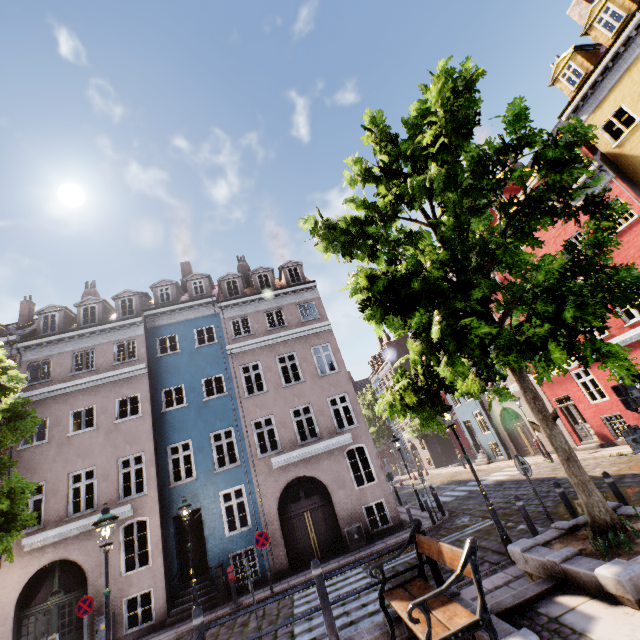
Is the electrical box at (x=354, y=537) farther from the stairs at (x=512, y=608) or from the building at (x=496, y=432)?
the stairs at (x=512, y=608)

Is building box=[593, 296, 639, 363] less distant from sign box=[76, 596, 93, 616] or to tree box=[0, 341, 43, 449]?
sign box=[76, 596, 93, 616]

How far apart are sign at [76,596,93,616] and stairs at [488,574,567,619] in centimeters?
1220cm

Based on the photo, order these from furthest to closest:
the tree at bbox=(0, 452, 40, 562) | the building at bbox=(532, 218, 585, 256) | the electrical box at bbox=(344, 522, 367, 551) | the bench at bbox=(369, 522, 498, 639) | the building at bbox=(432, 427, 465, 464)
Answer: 1. the building at bbox=(432, 427, 465, 464)
2. the building at bbox=(532, 218, 585, 256)
3. the electrical box at bbox=(344, 522, 367, 551)
4. the tree at bbox=(0, 452, 40, 562)
5. the bench at bbox=(369, 522, 498, 639)

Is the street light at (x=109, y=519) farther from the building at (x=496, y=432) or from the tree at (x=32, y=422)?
the building at (x=496, y=432)

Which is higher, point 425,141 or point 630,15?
point 630,15

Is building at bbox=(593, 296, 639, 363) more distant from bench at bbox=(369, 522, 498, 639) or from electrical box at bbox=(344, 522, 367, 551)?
bench at bbox=(369, 522, 498, 639)
